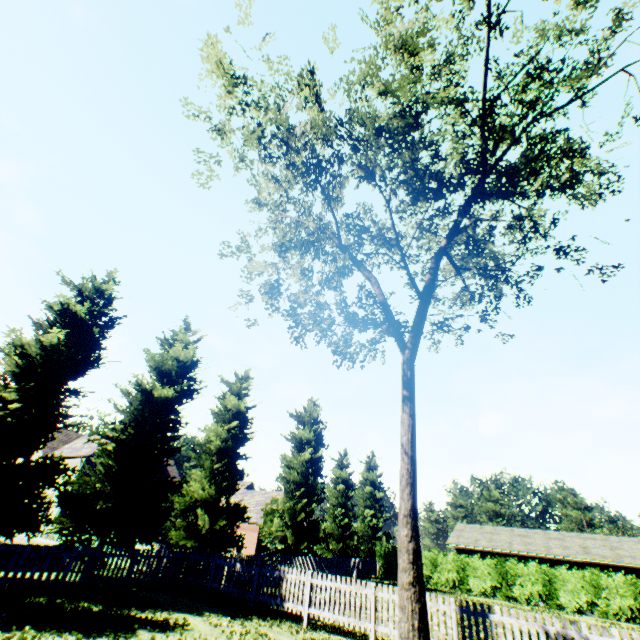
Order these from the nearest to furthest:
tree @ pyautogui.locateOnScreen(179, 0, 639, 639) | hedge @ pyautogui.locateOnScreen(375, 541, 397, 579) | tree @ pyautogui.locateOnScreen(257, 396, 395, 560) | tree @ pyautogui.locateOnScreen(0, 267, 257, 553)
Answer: tree @ pyautogui.locateOnScreen(179, 0, 639, 639), tree @ pyautogui.locateOnScreen(0, 267, 257, 553), tree @ pyautogui.locateOnScreen(257, 396, 395, 560), hedge @ pyautogui.locateOnScreen(375, 541, 397, 579)

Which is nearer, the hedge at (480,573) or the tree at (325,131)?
the tree at (325,131)

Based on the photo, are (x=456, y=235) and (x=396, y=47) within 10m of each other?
yes

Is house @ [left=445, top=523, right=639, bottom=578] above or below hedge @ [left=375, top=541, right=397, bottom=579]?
above

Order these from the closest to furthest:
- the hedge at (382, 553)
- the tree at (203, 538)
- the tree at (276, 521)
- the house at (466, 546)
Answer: the tree at (203, 538) → the tree at (276, 521) → the house at (466, 546) → the hedge at (382, 553)

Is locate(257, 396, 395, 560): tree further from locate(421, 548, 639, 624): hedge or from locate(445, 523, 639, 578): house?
locate(445, 523, 639, 578): house
